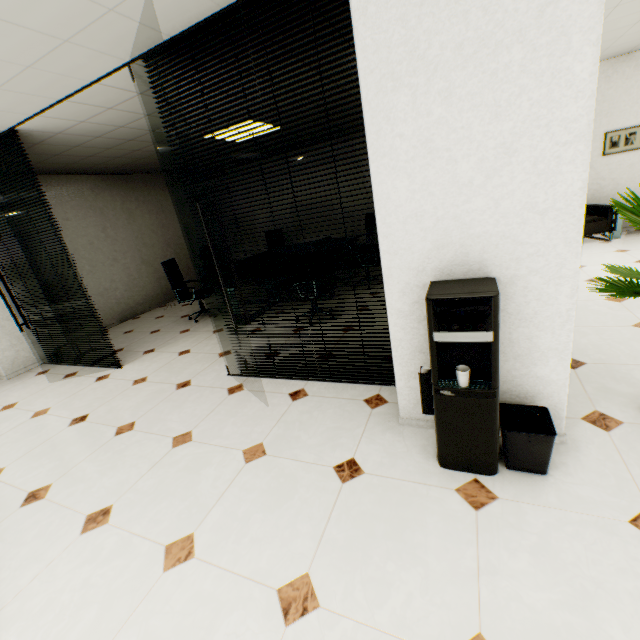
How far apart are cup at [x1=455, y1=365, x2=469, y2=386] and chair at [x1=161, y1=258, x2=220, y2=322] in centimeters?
502cm

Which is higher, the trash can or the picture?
the picture

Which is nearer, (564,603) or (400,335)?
(564,603)

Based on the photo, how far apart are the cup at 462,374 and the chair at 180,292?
5.0 meters

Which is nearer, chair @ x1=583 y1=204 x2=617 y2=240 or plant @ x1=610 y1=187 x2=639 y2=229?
plant @ x1=610 y1=187 x2=639 y2=229

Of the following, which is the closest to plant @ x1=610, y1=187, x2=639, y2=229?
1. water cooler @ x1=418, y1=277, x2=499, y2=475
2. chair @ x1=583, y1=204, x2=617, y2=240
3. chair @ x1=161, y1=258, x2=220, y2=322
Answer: water cooler @ x1=418, y1=277, x2=499, y2=475

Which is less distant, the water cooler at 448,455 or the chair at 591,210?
the water cooler at 448,455

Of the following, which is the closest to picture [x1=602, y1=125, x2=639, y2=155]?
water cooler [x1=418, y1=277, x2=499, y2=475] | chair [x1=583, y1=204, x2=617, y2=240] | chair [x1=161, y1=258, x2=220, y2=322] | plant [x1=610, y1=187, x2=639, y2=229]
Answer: chair [x1=583, y1=204, x2=617, y2=240]
